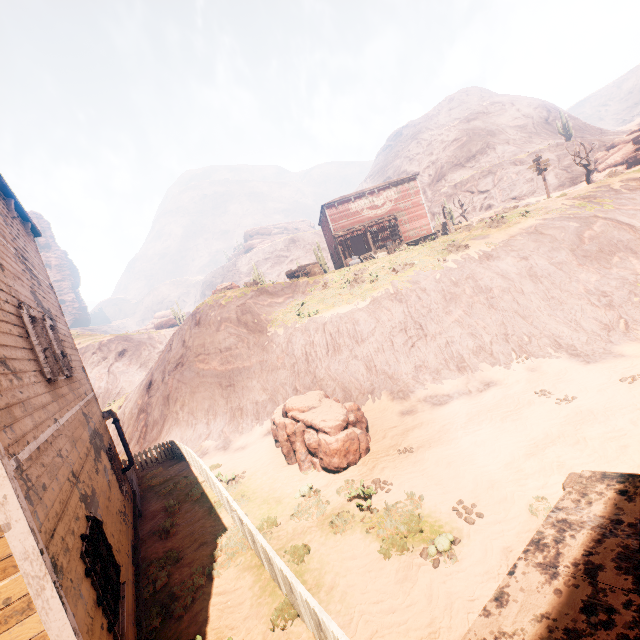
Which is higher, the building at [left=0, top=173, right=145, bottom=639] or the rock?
the rock

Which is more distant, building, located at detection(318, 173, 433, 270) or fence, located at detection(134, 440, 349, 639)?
building, located at detection(318, 173, 433, 270)

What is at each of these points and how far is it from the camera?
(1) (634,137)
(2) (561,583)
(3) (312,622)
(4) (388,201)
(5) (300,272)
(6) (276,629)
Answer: (1) rock, 29.81m
(2) building, 1.72m
(3) fence, 5.46m
(4) building, 32.94m
(5) carraige, 29.19m
(6) z, 6.01m

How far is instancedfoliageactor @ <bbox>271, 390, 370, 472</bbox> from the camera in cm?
1055

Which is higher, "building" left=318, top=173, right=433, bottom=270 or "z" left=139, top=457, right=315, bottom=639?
"building" left=318, top=173, right=433, bottom=270

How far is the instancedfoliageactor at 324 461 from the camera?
10.55m

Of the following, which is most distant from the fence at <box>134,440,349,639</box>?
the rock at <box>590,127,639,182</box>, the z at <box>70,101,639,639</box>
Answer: the rock at <box>590,127,639,182</box>

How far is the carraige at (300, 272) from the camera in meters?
28.9
